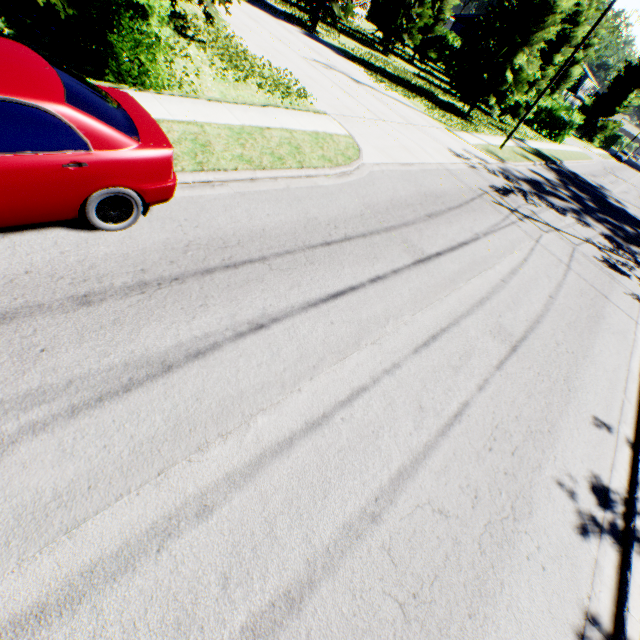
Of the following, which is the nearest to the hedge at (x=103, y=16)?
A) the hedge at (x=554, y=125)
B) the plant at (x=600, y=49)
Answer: the hedge at (x=554, y=125)

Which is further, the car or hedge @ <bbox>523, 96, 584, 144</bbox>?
hedge @ <bbox>523, 96, 584, 144</bbox>

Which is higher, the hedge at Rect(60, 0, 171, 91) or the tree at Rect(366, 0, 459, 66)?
the tree at Rect(366, 0, 459, 66)

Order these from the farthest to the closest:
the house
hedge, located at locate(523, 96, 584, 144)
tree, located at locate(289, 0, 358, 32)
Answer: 1. the house
2. hedge, located at locate(523, 96, 584, 144)
3. tree, located at locate(289, 0, 358, 32)

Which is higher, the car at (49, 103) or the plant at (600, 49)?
the plant at (600, 49)

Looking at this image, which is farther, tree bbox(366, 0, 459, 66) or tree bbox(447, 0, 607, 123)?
tree bbox(366, 0, 459, 66)

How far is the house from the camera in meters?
44.1 m

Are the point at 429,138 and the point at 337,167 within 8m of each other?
no
